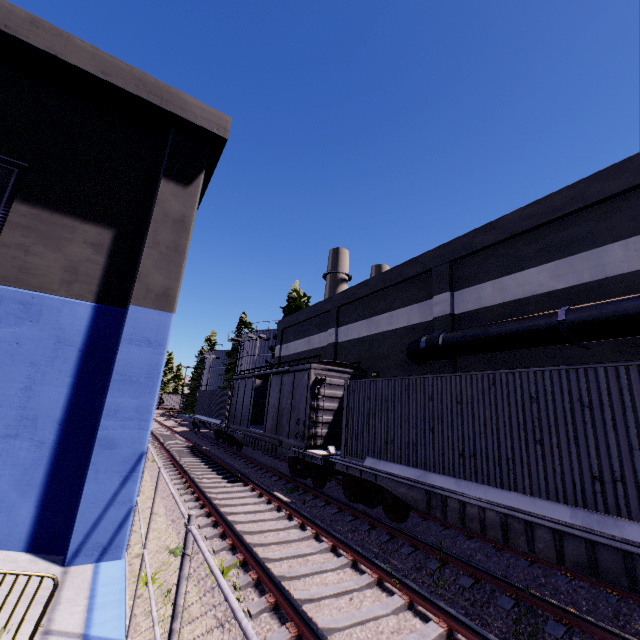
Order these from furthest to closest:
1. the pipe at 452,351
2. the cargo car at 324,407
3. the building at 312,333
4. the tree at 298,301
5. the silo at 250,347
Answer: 1. the silo at 250,347
2. the tree at 298,301
3. the cargo car at 324,407
4. the building at 312,333
5. the pipe at 452,351

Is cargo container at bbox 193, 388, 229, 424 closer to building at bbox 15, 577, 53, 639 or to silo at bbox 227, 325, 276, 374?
silo at bbox 227, 325, 276, 374

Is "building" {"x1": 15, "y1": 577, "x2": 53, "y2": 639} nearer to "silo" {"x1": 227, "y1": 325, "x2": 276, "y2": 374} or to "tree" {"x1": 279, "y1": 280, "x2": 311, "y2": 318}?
"tree" {"x1": 279, "y1": 280, "x2": 311, "y2": 318}

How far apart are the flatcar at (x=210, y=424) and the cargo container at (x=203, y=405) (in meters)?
0.01

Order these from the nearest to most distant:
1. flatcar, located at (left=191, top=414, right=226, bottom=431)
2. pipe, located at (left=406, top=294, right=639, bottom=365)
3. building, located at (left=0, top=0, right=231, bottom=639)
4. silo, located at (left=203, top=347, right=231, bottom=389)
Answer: building, located at (left=0, top=0, right=231, bottom=639) < pipe, located at (left=406, top=294, right=639, bottom=365) < flatcar, located at (left=191, top=414, right=226, bottom=431) < silo, located at (left=203, top=347, right=231, bottom=389)

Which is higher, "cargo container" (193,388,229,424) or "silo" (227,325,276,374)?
"silo" (227,325,276,374)

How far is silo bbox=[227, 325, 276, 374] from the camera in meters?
37.7

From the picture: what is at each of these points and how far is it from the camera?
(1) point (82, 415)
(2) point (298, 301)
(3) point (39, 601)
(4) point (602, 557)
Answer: (1) building, 6.75m
(2) tree, 33.62m
(3) building, 4.77m
(4) flatcar, 4.98m
